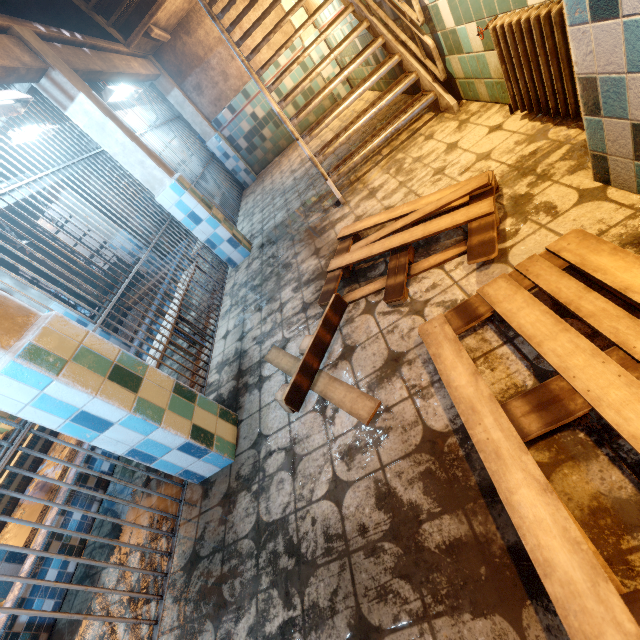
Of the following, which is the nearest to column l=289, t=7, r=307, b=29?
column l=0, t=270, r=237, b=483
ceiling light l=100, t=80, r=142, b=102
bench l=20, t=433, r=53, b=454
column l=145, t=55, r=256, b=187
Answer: column l=145, t=55, r=256, b=187

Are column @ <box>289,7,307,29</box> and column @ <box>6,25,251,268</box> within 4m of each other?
no

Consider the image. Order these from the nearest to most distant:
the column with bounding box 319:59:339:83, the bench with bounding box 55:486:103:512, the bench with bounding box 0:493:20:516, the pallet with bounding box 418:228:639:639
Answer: the pallet with bounding box 418:228:639:639 < the bench with bounding box 55:486:103:512 < the bench with bounding box 0:493:20:516 < the column with bounding box 319:59:339:83

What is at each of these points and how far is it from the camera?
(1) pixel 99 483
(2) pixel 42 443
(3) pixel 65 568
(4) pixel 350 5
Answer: (1) bench, 2.89m
(2) bench, 4.85m
(3) bench, 2.39m
(4) stair, 3.64m

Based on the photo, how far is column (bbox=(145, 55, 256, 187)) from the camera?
6.64m

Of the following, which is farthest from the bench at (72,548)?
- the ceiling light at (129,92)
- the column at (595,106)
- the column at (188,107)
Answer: the column at (595,106)

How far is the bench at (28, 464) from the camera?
4.5 meters

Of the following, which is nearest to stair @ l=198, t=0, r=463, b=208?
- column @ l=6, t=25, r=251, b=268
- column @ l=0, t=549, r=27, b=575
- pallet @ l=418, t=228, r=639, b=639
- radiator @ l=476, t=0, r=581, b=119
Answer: radiator @ l=476, t=0, r=581, b=119
